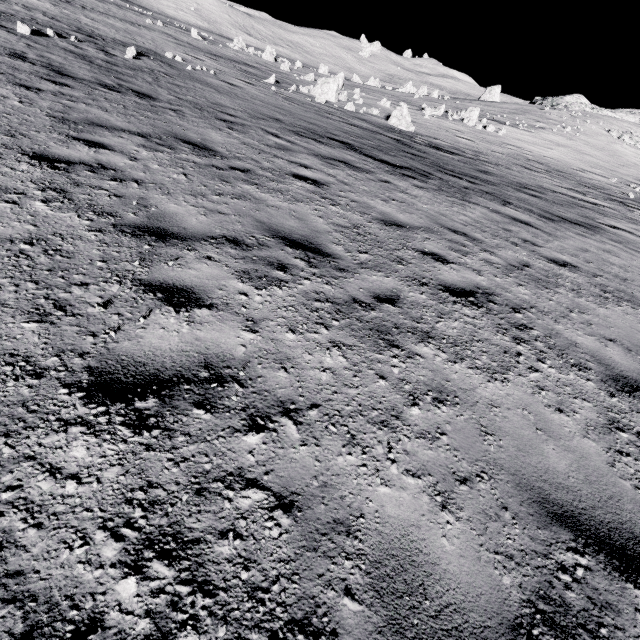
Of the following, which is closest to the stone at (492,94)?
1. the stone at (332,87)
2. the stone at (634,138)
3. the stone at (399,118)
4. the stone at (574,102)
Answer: the stone at (574,102)

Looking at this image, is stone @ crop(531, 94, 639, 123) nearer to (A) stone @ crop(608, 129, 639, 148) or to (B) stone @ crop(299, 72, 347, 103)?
(A) stone @ crop(608, 129, 639, 148)

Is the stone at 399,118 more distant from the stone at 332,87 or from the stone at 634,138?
the stone at 634,138

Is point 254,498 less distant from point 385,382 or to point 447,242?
point 385,382

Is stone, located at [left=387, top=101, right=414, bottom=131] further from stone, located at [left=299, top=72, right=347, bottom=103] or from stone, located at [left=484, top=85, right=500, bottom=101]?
stone, located at [left=484, top=85, right=500, bottom=101]

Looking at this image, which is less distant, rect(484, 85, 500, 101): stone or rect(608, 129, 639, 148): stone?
rect(608, 129, 639, 148): stone

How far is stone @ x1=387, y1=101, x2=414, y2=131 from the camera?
20.4m

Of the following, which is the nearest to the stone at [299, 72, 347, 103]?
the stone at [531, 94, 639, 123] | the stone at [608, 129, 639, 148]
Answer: the stone at [608, 129, 639, 148]
